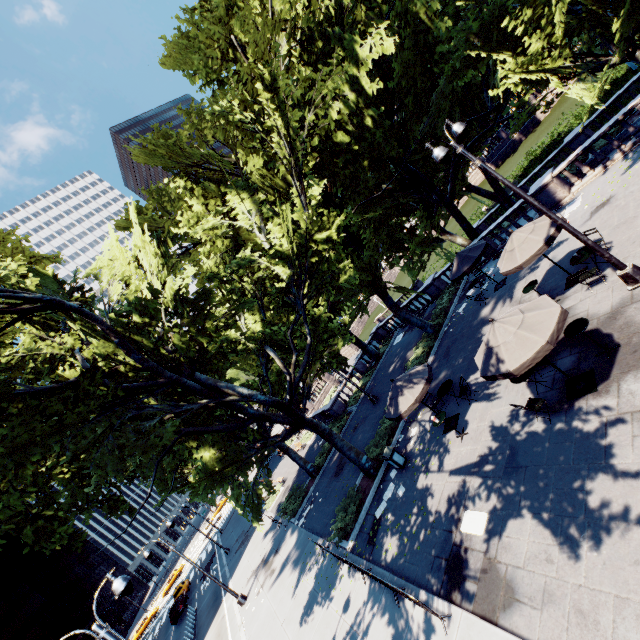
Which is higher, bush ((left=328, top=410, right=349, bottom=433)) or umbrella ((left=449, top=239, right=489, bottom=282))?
umbrella ((left=449, top=239, right=489, bottom=282))

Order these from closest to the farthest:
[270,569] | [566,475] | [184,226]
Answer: [566,475]
[184,226]
[270,569]

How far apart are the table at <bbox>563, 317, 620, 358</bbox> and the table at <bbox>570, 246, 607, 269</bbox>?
3.3 meters

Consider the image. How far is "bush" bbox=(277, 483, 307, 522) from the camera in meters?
23.5 m

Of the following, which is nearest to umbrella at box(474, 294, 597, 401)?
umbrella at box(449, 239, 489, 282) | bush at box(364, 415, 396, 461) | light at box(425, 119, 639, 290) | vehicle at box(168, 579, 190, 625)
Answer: light at box(425, 119, 639, 290)

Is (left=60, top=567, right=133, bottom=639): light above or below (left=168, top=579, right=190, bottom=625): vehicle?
above

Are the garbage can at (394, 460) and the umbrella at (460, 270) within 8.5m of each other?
no

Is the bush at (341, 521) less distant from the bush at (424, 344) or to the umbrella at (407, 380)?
the umbrella at (407, 380)
